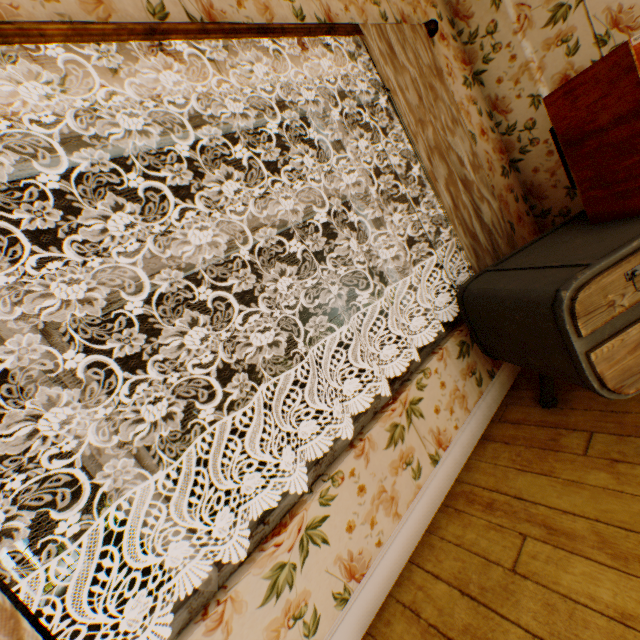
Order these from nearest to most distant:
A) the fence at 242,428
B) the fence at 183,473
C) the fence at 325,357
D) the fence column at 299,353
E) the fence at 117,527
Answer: the fence at 117,527 < the fence at 183,473 < the fence at 242,428 < the fence column at 299,353 < the fence at 325,357

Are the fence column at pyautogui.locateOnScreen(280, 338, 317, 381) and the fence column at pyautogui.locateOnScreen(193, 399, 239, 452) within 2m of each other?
no

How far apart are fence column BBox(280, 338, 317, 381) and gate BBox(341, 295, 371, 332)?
4.4 meters

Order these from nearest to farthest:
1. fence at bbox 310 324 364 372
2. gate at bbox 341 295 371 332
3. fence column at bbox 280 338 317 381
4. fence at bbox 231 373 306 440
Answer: fence at bbox 231 373 306 440
fence column at bbox 280 338 317 381
fence at bbox 310 324 364 372
gate at bbox 341 295 371 332

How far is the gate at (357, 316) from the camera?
20.1 meters

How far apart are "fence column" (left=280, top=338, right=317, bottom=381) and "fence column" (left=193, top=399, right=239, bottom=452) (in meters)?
4.57

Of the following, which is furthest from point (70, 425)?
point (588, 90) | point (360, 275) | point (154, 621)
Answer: point (360, 275)

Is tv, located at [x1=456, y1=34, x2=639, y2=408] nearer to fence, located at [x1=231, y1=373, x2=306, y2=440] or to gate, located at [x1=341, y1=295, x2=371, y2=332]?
fence, located at [x1=231, y1=373, x2=306, y2=440]
